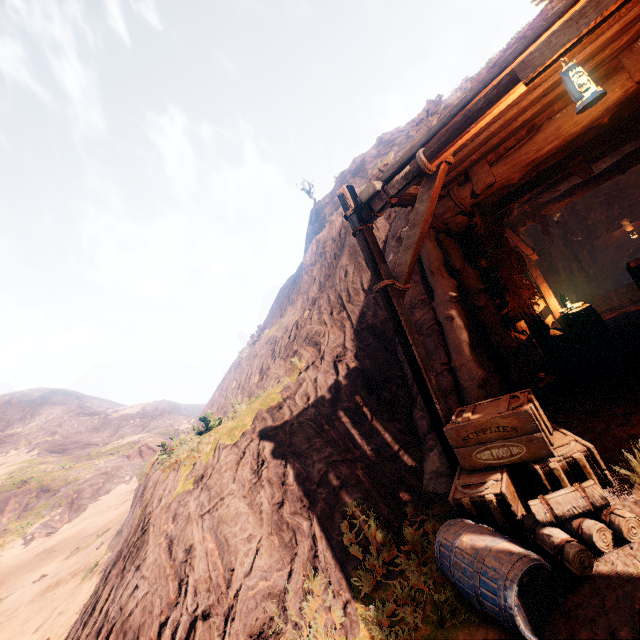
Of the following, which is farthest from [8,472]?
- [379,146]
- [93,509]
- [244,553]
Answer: [379,146]

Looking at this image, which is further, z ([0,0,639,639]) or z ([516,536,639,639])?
z ([0,0,639,639])

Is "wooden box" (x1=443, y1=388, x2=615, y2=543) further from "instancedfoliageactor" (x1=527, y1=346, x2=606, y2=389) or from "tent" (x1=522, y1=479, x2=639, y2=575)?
"instancedfoliageactor" (x1=527, y1=346, x2=606, y2=389)

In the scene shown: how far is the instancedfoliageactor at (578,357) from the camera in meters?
6.5 m

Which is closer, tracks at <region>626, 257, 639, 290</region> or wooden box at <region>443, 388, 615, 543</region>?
wooden box at <region>443, 388, 615, 543</region>

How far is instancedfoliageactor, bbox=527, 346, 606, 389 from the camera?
6.5m

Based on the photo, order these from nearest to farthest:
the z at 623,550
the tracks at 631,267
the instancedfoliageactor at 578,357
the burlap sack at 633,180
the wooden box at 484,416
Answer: the z at 623,550 → the wooden box at 484,416 → the instancedfoliageactor at 578,357 → the tracks at 631,267 → the burlap sack at 633,180

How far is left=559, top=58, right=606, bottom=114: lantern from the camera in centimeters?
282cm
